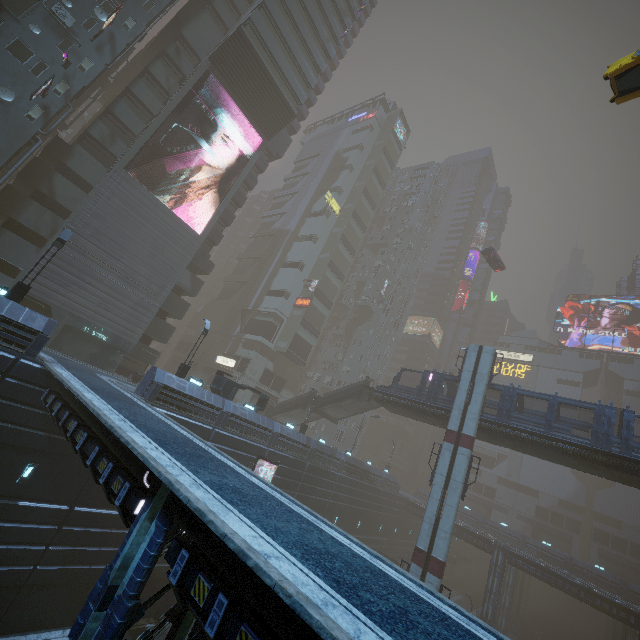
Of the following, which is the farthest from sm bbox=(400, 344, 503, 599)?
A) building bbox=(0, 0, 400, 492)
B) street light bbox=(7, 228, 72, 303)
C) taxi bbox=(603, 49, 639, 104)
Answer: street light bbox=(7, 228, 72, 303)

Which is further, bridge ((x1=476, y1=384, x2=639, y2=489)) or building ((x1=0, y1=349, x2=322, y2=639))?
bridge ((x1=476, y1=384, x2=639, y2=489))

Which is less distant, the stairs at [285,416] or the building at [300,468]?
the building at [300,468]

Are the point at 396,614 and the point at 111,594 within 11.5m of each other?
yes

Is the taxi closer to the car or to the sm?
the sm

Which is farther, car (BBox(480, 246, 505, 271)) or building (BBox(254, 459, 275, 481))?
car (BBox(480, 246, 505, 271))

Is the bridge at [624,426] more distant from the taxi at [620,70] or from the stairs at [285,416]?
the taxi at [620,70]

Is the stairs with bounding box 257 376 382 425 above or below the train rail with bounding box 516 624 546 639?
above
